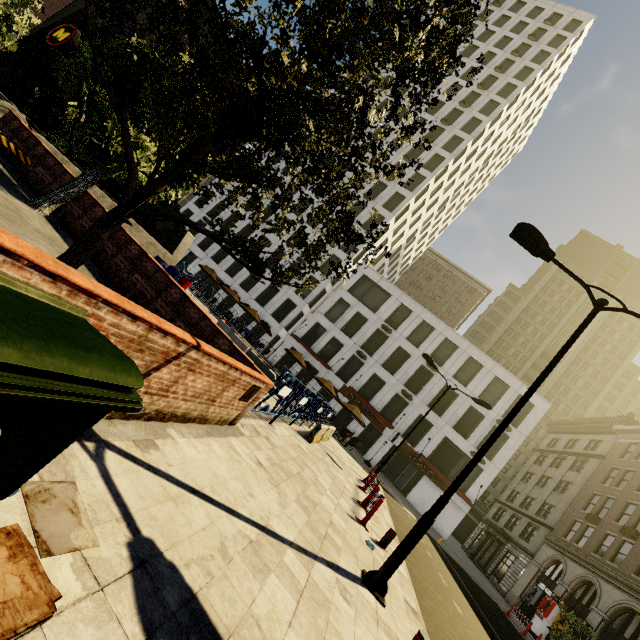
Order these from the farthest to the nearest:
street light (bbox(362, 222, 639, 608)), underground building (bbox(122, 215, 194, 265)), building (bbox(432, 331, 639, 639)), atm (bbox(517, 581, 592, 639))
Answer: building (bbox(432, 331, 639, 639)), atm (bbox(517, 581, 592, 639)), underground building (bbox(122, 215, 194, 265)), street light (bbox(362, 222, 639, 608))

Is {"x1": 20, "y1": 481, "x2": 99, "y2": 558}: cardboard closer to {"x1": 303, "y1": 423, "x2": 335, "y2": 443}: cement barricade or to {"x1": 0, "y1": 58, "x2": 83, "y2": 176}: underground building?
{"x1": 303, "y1": 423, "x2": 335, "y2": 443}: cement barricade

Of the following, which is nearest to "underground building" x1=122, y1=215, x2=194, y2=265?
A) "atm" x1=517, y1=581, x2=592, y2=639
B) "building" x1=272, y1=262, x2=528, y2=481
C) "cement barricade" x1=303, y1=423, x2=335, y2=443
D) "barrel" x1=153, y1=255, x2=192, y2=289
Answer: "barrel" x1=153, y1=255, x2=192, y2=289

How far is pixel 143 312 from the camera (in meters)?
2.99

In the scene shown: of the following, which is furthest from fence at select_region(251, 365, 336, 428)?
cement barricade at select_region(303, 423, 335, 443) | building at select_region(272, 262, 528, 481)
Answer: building at select_region(272, 262, 528, 481)

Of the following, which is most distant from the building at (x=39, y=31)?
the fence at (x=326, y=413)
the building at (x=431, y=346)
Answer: the building at (x=431, y=346)

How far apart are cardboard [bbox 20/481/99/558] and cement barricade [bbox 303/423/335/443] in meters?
11.4 m

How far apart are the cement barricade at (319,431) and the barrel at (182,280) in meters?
10.2
